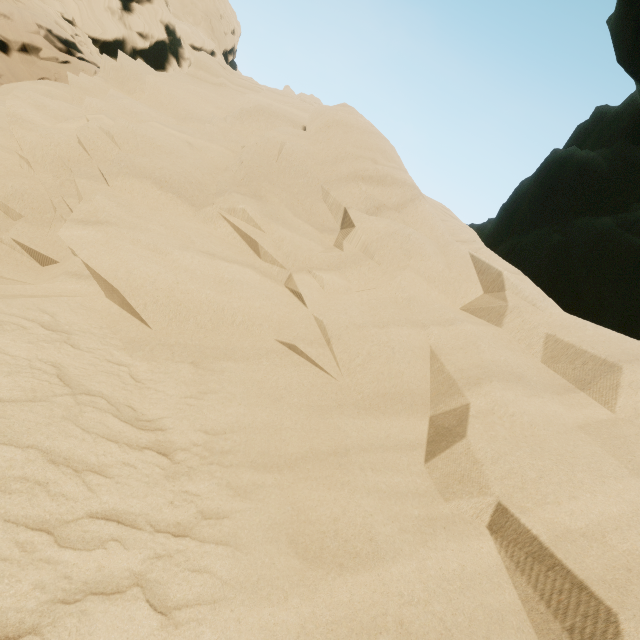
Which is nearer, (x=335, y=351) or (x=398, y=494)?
(x=398, y=494)
